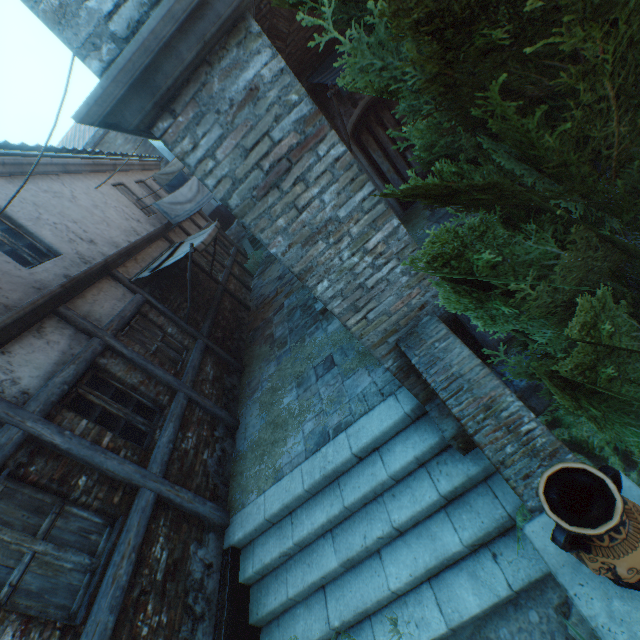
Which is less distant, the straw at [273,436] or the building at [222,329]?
the straw at [273,436]

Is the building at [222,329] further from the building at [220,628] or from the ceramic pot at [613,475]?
the ceramic pot at [613,475]

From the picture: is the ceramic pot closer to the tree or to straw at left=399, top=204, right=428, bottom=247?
the tree

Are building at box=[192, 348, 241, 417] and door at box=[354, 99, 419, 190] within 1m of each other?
no

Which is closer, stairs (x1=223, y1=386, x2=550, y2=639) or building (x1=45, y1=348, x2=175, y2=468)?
stairs (x1=223, y1=386, x2=550, y2=639)

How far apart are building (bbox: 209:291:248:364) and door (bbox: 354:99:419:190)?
5.83m

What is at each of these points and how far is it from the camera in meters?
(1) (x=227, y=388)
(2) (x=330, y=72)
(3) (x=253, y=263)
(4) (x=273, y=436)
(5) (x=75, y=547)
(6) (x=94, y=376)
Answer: (1) building, 7.4
(2) awning, 6.0
(3) plants, 16.0
(4) straw, 5.5
(5) building, 3.4
(6) building, 5.0

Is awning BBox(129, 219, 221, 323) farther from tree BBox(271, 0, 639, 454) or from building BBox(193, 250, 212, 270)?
tree BBox(271, 0, 639, 454)
